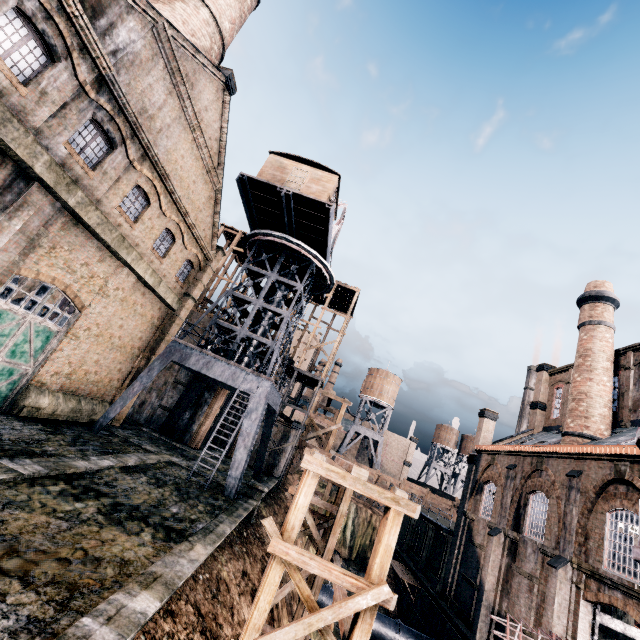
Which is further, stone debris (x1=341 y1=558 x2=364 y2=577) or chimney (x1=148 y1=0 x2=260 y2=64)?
stone debris (x1=341 y1=558 x2=364 y2=577)

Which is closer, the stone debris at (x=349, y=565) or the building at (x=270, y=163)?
the building at (x=270, y=163)

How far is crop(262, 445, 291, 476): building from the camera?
31.8m

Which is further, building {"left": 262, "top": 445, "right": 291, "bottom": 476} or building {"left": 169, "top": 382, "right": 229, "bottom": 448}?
building {"left": 262, "top": 445, "right": 291, "bottom": 476}

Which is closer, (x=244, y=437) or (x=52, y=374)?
(x=52, y=374)

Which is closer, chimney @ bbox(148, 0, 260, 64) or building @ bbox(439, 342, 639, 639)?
building @ bbox(439, 342, 639, 639)

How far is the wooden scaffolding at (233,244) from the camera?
35.31m

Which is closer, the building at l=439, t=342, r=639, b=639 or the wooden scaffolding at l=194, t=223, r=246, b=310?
the building at l=439, t=342, r=639, b=639
